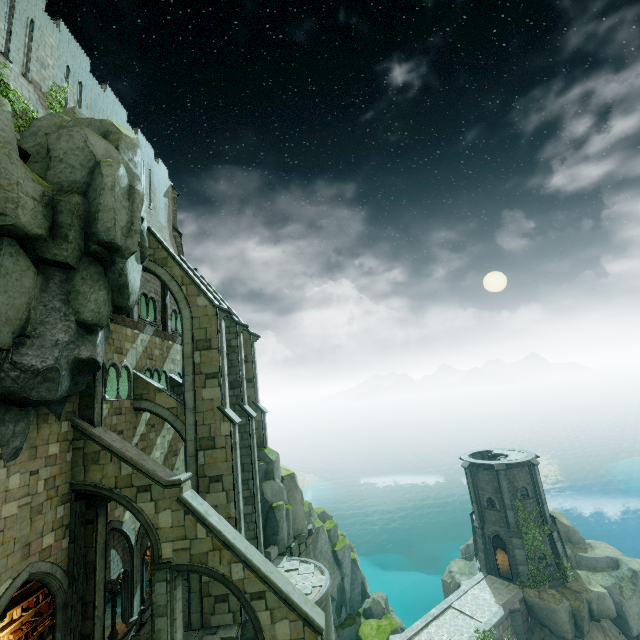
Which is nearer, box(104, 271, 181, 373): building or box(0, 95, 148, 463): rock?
box(0, 95, 148, 463): rock

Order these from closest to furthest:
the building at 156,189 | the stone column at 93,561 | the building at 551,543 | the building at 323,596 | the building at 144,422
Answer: the stone column at 93,561, the building at 156,189, the building at 144,422, the building at 323,596, the building at 551,543

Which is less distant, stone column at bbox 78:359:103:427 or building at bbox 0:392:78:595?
building at bbox 0:392:78:595

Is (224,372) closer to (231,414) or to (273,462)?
(231,414)

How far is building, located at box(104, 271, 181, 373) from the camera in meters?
17.2

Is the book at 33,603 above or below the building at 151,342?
below

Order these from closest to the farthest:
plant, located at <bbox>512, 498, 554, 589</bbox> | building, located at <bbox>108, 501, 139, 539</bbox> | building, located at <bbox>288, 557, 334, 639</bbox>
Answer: building, located at <bbox>108, 501, 139, 539</bbox> → building, located at <bbox>288, 557, 334, 639</bbox> → plant, located at <bbox>512, 498, 554, 589</bbox>

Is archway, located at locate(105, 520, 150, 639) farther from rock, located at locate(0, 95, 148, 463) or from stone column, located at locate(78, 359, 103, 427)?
stone column, located at locate(78, 359, 103, 427)
